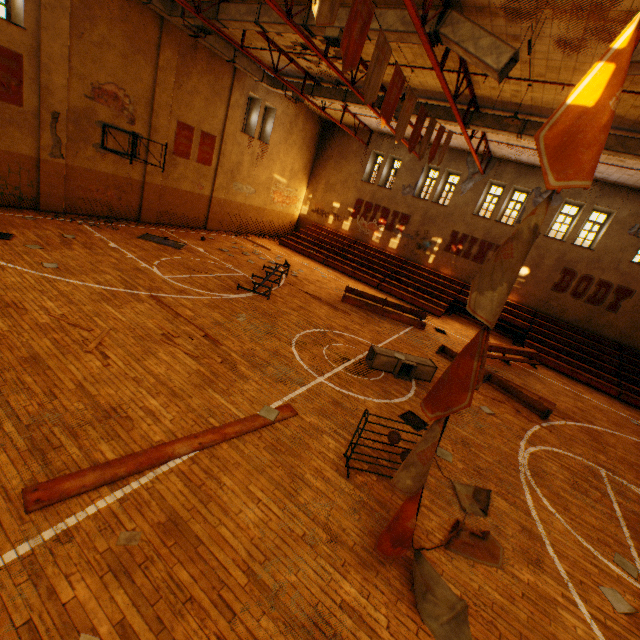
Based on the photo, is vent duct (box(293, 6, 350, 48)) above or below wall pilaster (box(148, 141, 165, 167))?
above

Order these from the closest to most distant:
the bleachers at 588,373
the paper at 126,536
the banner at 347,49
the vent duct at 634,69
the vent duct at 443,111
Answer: the paper at 126,536, the banner at 347,49, the vent duct at 634,69, the vent duct at 443,111, the bleachers at 588,373

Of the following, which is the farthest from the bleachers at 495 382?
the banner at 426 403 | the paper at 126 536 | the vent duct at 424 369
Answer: the paper at 126 536

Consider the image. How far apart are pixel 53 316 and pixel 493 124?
15.5 meters

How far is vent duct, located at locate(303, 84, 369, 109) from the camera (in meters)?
15.09

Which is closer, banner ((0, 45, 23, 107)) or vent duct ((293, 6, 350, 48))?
vent duct ((293, 6, 350, 48))

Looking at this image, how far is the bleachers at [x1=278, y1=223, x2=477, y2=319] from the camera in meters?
18.7 m
